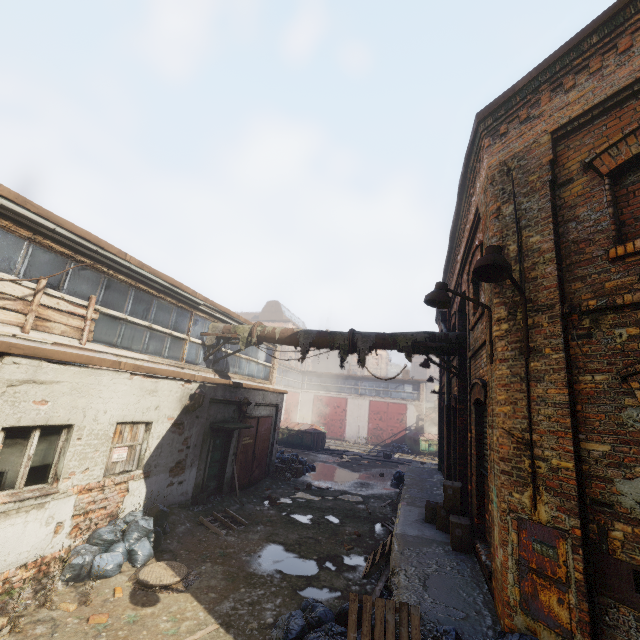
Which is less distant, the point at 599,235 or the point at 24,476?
the point at 599,235

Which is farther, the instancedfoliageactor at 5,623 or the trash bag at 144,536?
the trash bag at 144,536

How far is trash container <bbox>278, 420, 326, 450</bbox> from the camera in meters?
23.8 m

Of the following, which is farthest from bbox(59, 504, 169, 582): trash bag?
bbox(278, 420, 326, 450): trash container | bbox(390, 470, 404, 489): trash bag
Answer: bbox(278, 420, 326, 450): trash container

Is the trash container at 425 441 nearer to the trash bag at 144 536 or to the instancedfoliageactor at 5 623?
the trash bag at 144 536

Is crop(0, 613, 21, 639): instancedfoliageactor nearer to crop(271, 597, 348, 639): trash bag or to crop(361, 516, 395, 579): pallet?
crop(271, 597, 348, 639): trash bag

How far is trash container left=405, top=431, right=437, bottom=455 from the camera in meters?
28.0 m

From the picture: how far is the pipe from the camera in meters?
8.4 m
